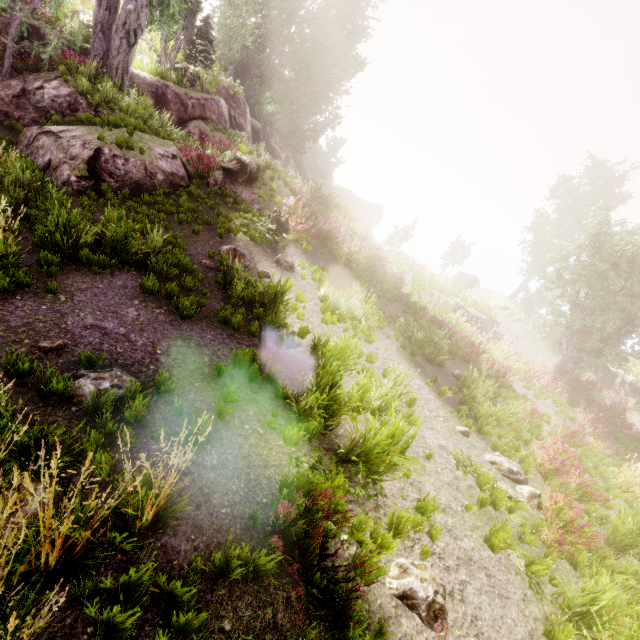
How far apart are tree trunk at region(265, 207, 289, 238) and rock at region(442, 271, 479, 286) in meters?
32.3 m

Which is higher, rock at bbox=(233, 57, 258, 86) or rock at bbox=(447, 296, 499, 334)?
rock at bbox=(233, 57, 258, 86)

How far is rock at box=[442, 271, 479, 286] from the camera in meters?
39.5 m

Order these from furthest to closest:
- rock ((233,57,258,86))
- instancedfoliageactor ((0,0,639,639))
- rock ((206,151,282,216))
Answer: rock ((233,57,258,86)) < rock ((206,151,282,216)) < instancedfoliageactor ((0,0,639,639))

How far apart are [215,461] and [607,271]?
17.8m

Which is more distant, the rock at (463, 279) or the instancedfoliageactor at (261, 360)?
the rock at (463, 279)

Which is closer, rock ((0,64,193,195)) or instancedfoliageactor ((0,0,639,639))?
instancedfoliageactor ((0,0,639,639))

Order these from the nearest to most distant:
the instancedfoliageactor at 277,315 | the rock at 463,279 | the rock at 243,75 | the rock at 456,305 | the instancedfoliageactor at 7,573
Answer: the instancedfoliageactor at 7,573, the instancedfoliageactor at 277,315, the rock at 456,305, the rock at 243,75, the rock at 463,279
